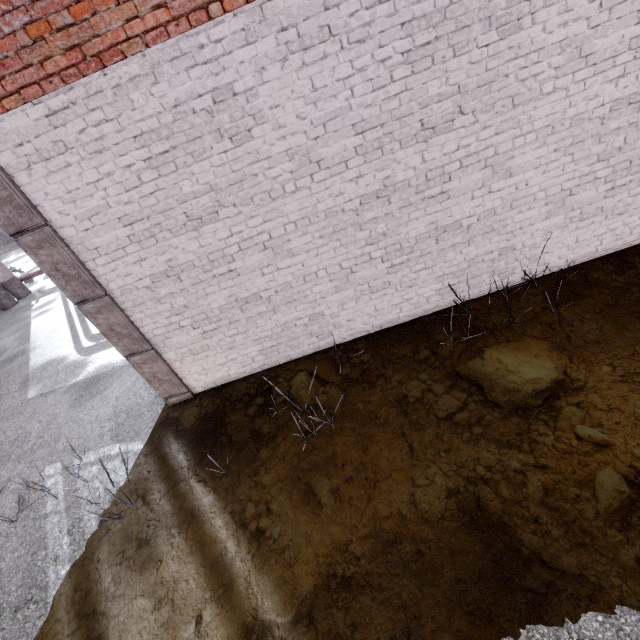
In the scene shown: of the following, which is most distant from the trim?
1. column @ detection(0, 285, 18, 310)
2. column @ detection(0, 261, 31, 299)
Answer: column @ detection(0, 261, 31, 299)

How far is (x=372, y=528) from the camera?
3.0m

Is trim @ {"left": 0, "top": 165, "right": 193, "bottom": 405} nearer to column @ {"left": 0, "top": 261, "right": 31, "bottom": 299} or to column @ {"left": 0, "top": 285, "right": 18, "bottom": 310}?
column @ {"left": 0, "top": 285, "right": 18, "bottom": 310}

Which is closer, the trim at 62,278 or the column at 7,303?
the trim at 62,278

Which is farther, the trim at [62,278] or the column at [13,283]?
the column at [13,283]

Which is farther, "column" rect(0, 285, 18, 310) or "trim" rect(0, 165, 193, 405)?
"column" rect(0, 285, 18, 310)
